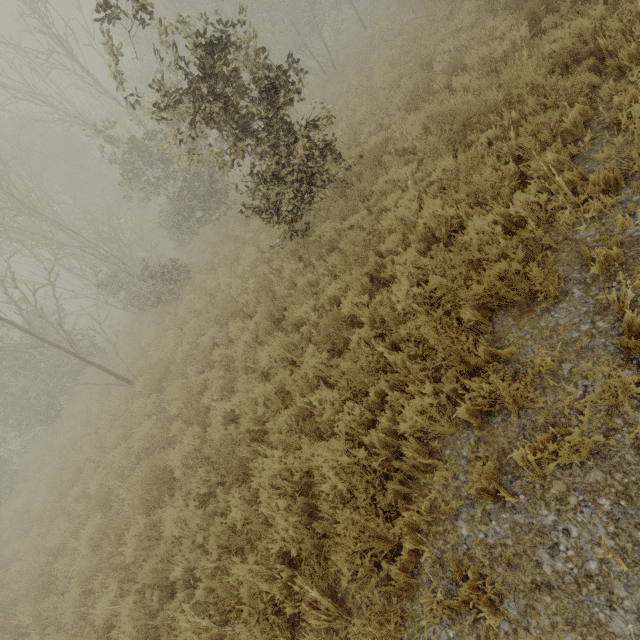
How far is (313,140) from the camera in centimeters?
679cm
